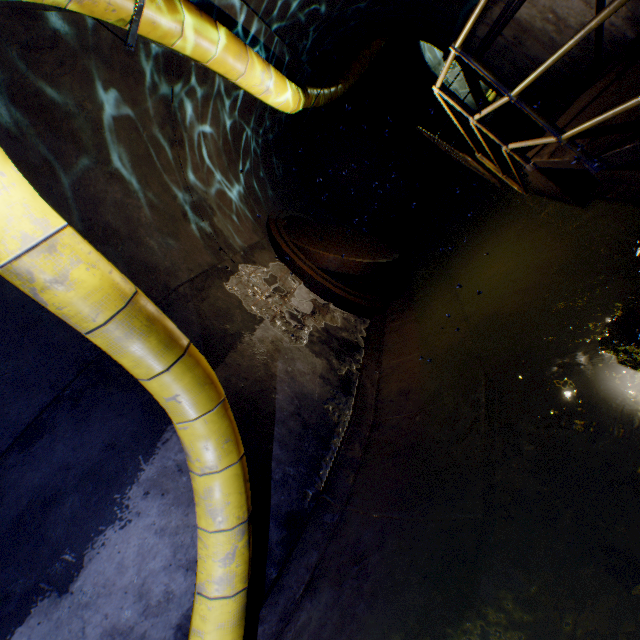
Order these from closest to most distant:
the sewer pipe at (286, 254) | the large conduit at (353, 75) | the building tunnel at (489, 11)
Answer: the building tunnel at (489, 11), the sewer pipe at (286, 254), the large conduit at (353, 75)

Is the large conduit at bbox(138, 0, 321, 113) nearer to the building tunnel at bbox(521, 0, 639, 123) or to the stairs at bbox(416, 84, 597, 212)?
the building tunnel at bbox(521, 0, 639, 123)

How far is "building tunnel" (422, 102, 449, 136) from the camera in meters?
11.2 m

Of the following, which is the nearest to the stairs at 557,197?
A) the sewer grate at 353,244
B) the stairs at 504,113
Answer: the stairs at 504,113

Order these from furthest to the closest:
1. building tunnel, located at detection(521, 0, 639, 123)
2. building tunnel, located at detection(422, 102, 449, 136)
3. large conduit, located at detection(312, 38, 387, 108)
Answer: building tunnel, located at detection(422, 102, 449, 136) → large conduit, located at detection(312, 38, 387, 108) → building tunnel, located at detection(521, 0, 639, 123)

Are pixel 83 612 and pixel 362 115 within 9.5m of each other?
no

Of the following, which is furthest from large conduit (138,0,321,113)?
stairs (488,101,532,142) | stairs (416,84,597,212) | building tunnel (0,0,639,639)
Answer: stairs (488,101,532,142)
